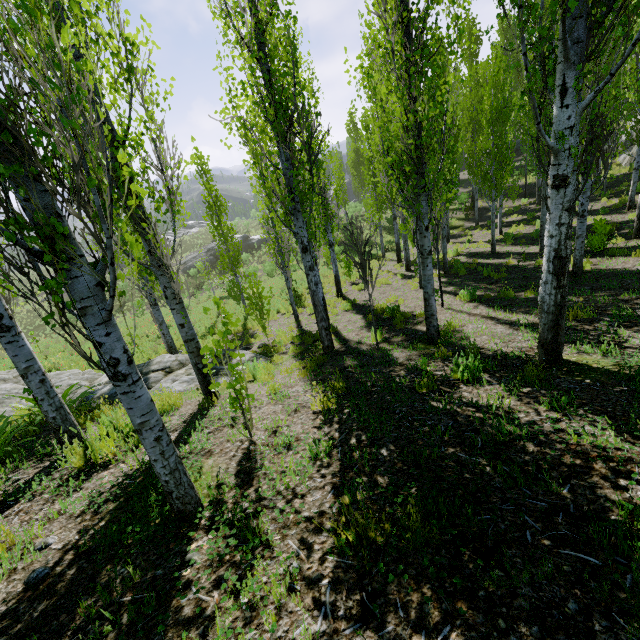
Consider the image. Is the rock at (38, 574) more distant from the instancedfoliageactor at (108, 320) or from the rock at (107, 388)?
the rock at (107, 388)

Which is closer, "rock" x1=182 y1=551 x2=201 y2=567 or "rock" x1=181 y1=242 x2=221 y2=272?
"rock" x1=182 y1=551 x2=201 y2=567

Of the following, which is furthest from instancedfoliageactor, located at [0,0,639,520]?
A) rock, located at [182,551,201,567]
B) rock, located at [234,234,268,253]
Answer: rock, located at [234,234,268,253]

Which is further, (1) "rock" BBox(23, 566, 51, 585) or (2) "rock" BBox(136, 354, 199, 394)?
(2) "rock" BBox(136, 354, 199, 394)

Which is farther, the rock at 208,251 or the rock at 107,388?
the rock at 208,251

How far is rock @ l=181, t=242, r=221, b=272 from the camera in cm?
4078

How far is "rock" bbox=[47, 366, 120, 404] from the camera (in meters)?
7.80

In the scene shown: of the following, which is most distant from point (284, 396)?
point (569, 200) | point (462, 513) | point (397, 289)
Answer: point (397, 289)
